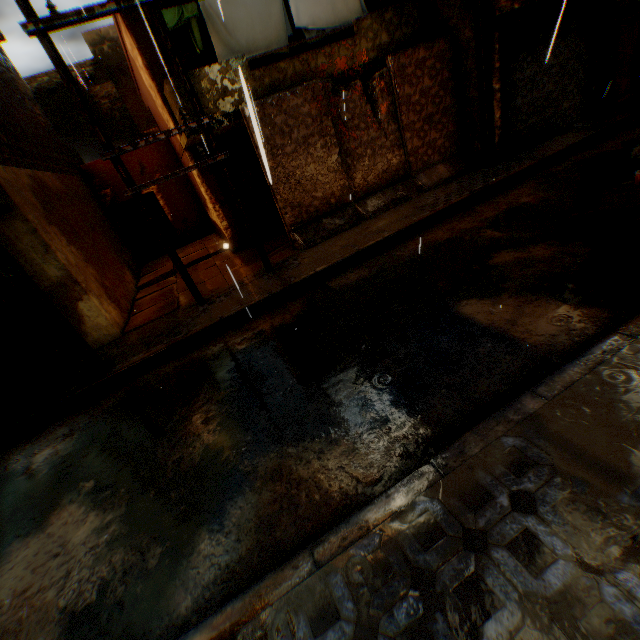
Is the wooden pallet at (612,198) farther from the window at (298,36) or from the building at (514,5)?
the window at (298,36)

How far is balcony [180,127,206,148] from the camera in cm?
738

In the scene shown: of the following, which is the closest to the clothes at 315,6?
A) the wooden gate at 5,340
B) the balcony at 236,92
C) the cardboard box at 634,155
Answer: the balcony at 236,92

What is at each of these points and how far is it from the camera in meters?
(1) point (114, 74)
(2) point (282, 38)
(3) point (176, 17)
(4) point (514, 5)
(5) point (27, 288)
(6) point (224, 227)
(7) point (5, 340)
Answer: (1) building, 18.1
(2) clothes, 8.1
(3) clothes, 7.2
(4) building, 7.9
(5) wooden beam, 5.2
(6) building, 10.4
(7) wooden gate, 6.7

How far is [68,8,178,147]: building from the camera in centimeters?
753cm

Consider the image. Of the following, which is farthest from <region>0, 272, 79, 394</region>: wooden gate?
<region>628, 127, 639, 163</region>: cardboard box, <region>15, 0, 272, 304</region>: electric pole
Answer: <region>628, 127, 639, 163</region>: cardboard box

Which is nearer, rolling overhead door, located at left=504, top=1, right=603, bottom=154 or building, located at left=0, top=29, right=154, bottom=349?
building, located at left=0, top=29, right=154, bottom=349
